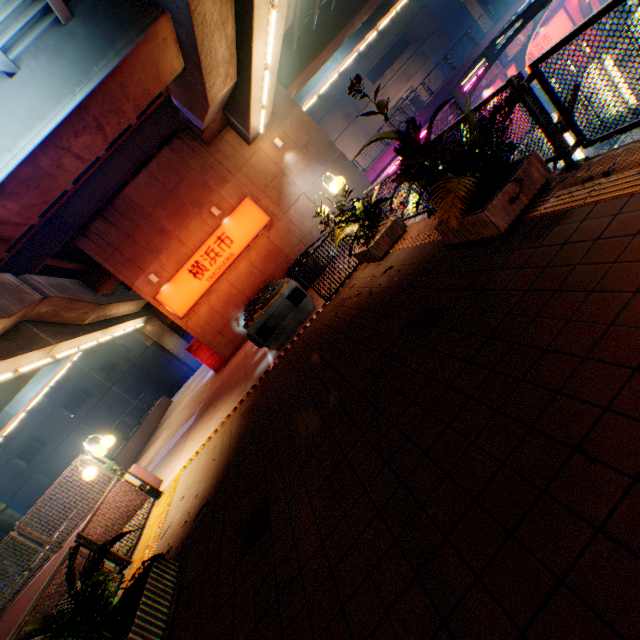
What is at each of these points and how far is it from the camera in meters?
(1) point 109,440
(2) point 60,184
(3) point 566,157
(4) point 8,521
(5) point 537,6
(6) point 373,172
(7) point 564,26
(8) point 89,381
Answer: (1) street lamp, 7.9 m
(2) overpass support, 9.2 m
(3) metal fence, 3.8 m
(4) overpass support, 27.4 m
(5) canopy, 12.8 m
(6) concrete block, 21.7 m
(7) sign, 23.5 m
(8) building, 37.4 m

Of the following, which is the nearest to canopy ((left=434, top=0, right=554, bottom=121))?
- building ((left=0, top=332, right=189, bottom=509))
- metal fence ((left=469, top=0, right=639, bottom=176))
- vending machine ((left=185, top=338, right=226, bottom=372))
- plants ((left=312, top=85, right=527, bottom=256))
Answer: metal fence ((left=469, top=0, right=639, bottom=176))

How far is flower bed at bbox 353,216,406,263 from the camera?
7.28m

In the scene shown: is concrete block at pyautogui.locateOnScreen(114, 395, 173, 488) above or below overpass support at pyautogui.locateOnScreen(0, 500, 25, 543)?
below

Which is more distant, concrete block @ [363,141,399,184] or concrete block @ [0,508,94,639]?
concrete block @ [363,141,399,184]

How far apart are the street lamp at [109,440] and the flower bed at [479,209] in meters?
8.5 m

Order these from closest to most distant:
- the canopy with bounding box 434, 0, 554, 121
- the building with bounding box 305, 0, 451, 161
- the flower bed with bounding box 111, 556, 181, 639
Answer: the flower bed with bounding box 111, 556, 181, 639 → the canopy with bounding box 434, 0, 554, 121 → the building with bounding box 305, 0, 451, 161

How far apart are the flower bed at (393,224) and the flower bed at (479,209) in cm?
248
